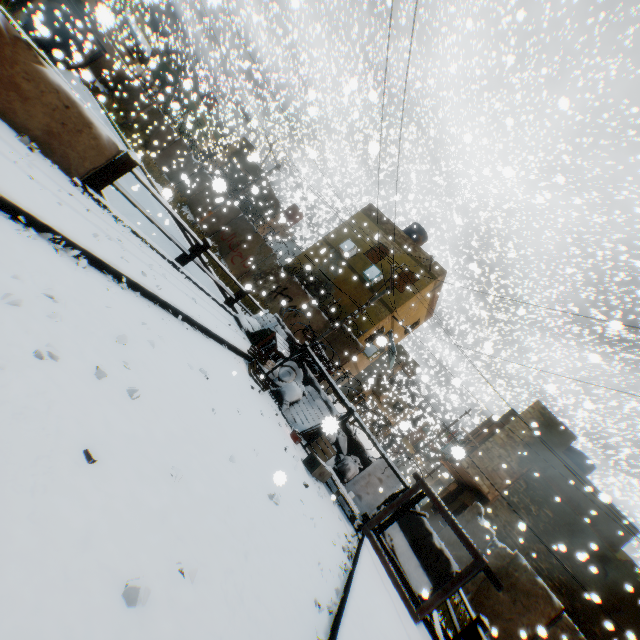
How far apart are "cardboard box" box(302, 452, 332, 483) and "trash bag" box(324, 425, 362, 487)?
0.8 meters

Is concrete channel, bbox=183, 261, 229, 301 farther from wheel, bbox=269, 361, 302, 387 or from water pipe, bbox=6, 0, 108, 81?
wheel, bbox=269, 361, 302, 387

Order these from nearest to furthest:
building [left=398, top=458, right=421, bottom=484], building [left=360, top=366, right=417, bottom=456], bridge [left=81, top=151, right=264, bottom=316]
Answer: bridge [left=81, top=151, right=264, bottom=316], building [left=360, top=366, right=417, bottom=456], building [left=398, top=458, right=421, bottom=484]

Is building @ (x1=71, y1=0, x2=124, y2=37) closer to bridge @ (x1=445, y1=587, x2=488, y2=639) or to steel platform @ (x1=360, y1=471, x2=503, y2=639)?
steel platform @ (x1=360, y1=471, x2=503, y2=639)

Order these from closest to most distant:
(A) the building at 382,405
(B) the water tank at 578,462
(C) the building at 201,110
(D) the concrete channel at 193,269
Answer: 1. (D) the concrete channel at 193,269
2. (B) the water tank at 578,462
3. (C) the building at 201,110
4. (A) the building at 382,405

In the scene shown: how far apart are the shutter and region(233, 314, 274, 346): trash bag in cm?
430

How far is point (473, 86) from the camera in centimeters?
1334cm

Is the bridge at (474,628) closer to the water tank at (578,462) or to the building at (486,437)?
the building at (486,437)
